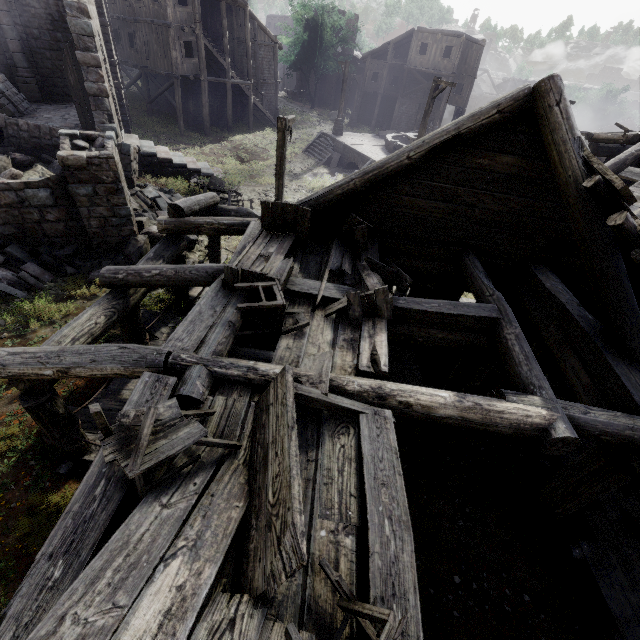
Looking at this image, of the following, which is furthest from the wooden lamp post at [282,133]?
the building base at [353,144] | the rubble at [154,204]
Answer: the building base at [353,144]

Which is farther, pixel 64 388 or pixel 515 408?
pixel 64 388

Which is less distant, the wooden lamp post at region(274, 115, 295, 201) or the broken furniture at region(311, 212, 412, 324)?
the broken furniture at region(311, 212, 412, 324)

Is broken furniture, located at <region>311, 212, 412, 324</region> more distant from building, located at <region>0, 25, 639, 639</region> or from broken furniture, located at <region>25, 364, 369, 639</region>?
broken furniture, located at <region>25, 364, 369, 639</region>

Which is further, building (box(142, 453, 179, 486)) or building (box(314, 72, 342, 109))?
building (box(314, 72, 342, 109))

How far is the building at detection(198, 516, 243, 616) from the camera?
2.3 meters

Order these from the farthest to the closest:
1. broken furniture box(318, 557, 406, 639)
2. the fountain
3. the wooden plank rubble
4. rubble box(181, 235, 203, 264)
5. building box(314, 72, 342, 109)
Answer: building box(314, 72, 342, 109) → the fountain → rubble box(181, 235, 203, 264) → the wooden plank rubble → broken furniture box(318, 557, 406, 639)

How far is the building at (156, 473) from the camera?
2.9 meters
